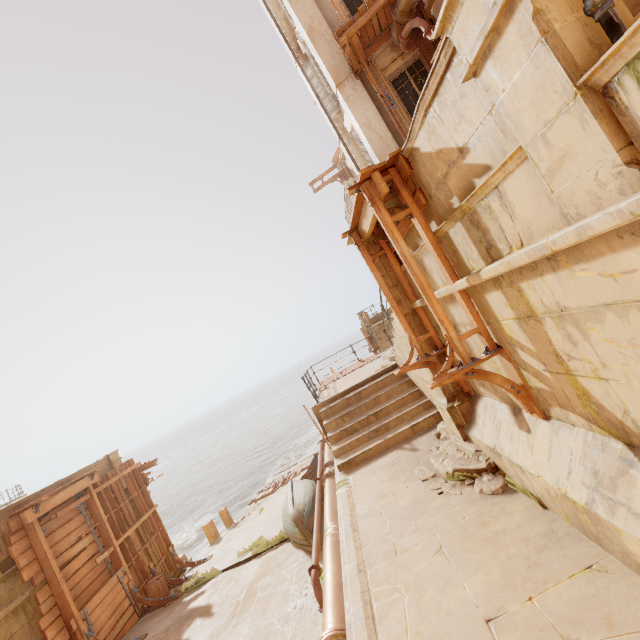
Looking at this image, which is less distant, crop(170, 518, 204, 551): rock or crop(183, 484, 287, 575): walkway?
crop(183, 484, 287, 575): walkway

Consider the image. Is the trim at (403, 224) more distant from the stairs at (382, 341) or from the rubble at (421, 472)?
the stairs at (382, 341)

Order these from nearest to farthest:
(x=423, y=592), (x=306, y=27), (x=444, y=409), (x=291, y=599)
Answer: (x=423, y=592) → (x=444, y=409) → (x=291, y=599) → (x=306, y=27)

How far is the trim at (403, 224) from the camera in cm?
445

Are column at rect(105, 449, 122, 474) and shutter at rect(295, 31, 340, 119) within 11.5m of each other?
no

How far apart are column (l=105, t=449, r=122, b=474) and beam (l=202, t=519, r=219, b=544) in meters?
4.7

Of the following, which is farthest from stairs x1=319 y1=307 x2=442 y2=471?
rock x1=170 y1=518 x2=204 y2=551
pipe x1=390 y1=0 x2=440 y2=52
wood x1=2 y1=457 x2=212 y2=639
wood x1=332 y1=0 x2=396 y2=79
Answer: rock x1=170 y1=518 x2=204 y2=551

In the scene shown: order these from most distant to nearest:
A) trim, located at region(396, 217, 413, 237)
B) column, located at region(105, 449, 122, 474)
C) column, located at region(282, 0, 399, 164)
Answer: column, located at region(105, 449, 122, 474) < column, located at region(282, 0, 399, 164) < trim, located at region(396, 217, 413, 237)
